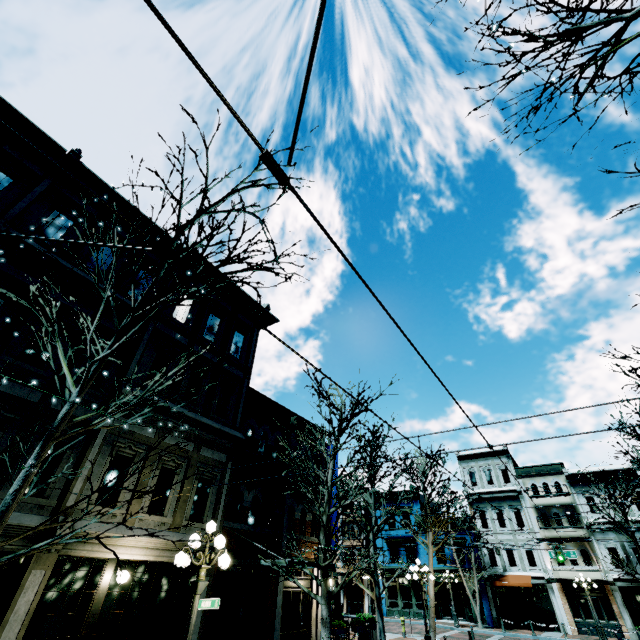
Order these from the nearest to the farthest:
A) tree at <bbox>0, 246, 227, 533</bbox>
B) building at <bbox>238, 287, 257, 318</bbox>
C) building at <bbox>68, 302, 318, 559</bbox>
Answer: tree at <bbox>0, 246, 227, 533</bbox> → building at <bbox>68, 302, 318, 559</bbox> → building at <bbox>238, 287, 257, 318</bbox>

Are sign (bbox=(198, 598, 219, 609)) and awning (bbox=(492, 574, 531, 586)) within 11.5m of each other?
no

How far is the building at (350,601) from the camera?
33.88m

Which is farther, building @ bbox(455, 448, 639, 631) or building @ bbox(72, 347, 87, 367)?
building @ bbox(455, 448, 639, 631)

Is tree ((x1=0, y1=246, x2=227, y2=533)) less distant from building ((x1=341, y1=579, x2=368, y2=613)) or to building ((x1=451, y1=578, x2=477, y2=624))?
building ((x1=451, y1=578, x2=477, y2=624))

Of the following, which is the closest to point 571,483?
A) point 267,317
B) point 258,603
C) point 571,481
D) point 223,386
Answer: point 571,481

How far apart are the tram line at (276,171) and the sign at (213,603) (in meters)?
8.45

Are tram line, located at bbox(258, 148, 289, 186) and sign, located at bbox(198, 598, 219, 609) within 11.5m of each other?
yes
